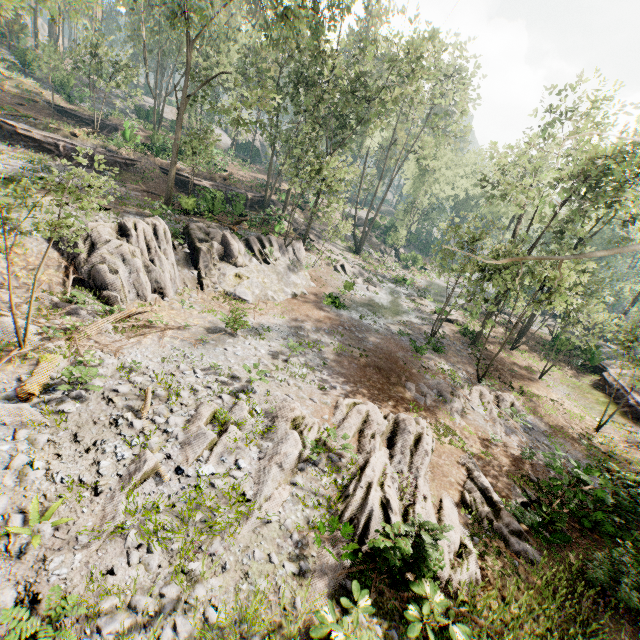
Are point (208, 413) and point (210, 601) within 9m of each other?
yes

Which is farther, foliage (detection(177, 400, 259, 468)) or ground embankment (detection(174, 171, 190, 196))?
ground embankment (detection(174, 171, 190, 196))

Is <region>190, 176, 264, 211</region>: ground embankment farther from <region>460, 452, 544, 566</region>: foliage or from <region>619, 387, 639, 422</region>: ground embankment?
<region>619, 387, 639, 422</region>: ground embankment

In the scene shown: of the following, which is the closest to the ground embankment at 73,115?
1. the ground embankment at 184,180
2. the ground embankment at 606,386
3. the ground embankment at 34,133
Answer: the ground embankment at 34,133

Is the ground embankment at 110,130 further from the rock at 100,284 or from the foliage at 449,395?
the rock at 100,284

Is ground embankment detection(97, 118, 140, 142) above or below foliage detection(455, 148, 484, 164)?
below

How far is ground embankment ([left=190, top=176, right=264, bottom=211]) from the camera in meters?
24.6 m

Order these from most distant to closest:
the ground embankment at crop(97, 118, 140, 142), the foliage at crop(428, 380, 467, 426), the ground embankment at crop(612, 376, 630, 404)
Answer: the ground embankment at crop(97, 118, 140, 142) → the ground embankment at crop(612, 376, 630, 404) → the foliage at crop(428, 380, 467, 426)
